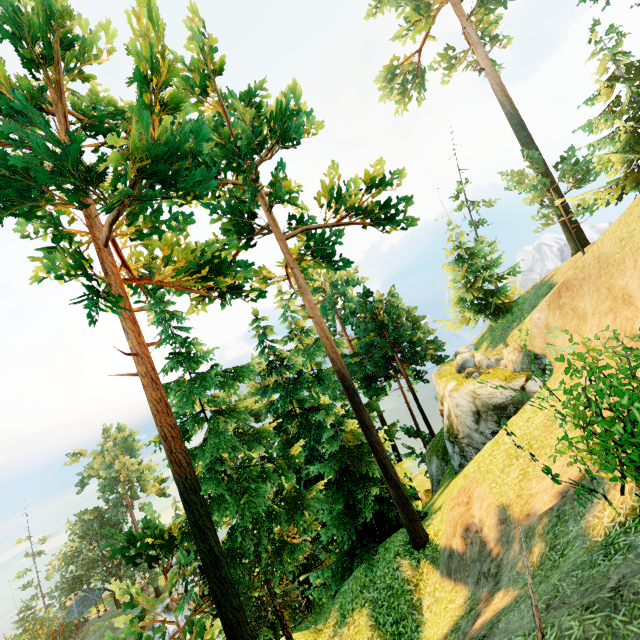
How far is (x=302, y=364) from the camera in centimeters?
2919cm

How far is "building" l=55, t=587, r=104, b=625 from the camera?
44.25m

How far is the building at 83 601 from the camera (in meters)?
44.25

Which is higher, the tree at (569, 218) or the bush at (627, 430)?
the tree at (569, 218)

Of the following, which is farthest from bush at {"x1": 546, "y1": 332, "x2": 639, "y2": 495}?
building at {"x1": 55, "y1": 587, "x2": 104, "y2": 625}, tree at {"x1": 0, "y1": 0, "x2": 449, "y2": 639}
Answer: building at {"x1": 55, "y1": 587, "x2": 104, "y2": 625}

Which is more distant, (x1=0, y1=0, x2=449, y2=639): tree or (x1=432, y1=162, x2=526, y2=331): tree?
(x1=432, y1=162, x2=526, y2=331): tree

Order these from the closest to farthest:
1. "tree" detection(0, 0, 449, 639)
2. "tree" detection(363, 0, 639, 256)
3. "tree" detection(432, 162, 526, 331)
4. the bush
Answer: the bush
"tree" detection(0, 0, 449, 639)
"tree" detection(363, 0, 639, 256)
"tree" detection(432, 162, 526, 331)

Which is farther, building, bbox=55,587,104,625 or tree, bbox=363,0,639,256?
building, bbox=55,587,104,625
